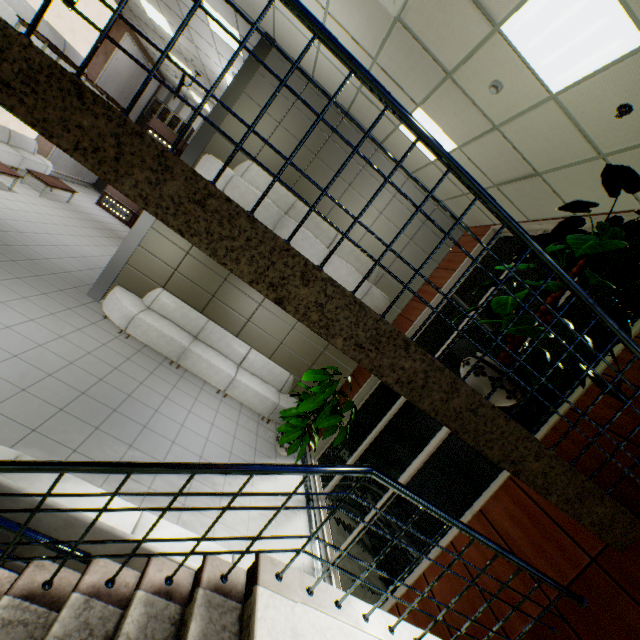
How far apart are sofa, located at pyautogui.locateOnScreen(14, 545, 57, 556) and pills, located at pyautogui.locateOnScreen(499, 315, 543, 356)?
2.79m

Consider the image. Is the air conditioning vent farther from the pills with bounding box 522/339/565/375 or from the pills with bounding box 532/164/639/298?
the pills with bounding box 522/339/565/375

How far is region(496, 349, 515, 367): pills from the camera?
3.3 meters

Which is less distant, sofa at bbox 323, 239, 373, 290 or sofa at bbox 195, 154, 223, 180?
sofa at bbox 195, 154, 223, 180

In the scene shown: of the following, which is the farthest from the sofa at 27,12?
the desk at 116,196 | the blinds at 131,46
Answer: the desk at 116,196

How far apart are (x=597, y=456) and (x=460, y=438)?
1.8 meters

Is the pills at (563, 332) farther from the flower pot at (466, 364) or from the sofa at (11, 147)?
the sofa at (11, 147)

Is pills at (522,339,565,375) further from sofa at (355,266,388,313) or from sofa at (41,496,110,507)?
sofa at (355,266,388,313)
